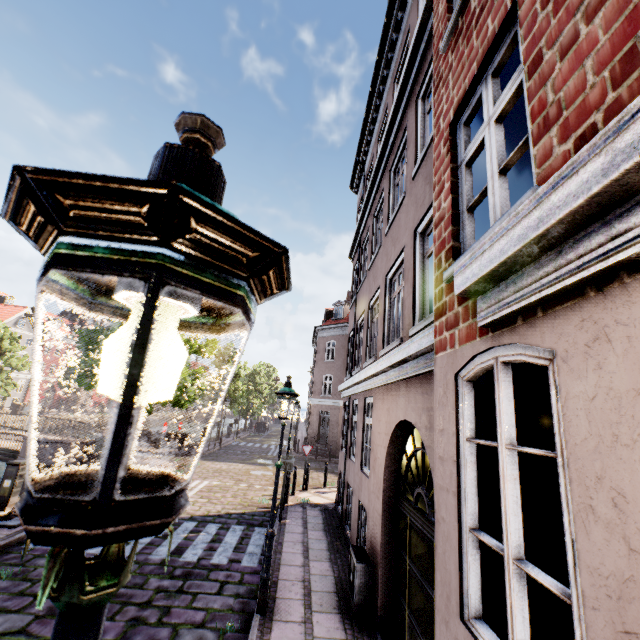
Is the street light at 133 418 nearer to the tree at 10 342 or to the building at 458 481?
the tree at 10 342

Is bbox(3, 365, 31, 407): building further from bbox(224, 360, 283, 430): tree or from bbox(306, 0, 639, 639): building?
bbox(306, 0, 639, 639): building

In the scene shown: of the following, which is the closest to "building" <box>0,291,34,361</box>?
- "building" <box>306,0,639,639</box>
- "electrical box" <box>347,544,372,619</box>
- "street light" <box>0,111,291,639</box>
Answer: "street light" <box>0,111,291,639</box>

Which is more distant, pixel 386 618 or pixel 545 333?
pixel 386 618

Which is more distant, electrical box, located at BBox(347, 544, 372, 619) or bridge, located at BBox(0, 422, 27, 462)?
bridge, located at BBox(0, 422, 27, 462)

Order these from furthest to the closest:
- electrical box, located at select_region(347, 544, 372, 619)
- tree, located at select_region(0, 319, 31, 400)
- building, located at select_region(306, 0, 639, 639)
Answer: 1. tree, located at select_region(0, 319, 31, 400)
2. electrical box, located at select_region(347, 544, 372, 619)
3. building, located at select_region(306, 0, 639, 639)

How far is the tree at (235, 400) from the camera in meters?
29.1

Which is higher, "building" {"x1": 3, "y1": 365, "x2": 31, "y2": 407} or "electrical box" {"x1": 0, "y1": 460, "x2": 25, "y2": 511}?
"building" {"x1": 3, "y1": 365, "x2": 31, "y2": 407}
